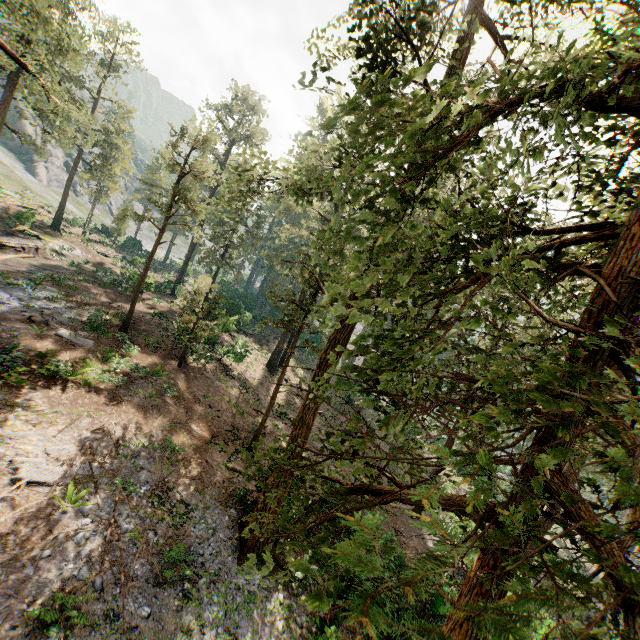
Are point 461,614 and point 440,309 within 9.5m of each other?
yes

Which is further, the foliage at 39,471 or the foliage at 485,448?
the foliage at 39,471

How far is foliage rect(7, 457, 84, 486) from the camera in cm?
1055

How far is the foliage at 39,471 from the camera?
10.5m

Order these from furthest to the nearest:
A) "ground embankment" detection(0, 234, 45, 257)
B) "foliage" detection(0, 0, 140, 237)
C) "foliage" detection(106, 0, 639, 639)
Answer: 1. "ground embankment" detection(0, 234, 45, 257)
2. "foliage" detection(0, 0, 140, 237)
3. "foliage" detection(106, 0, 639, 639)

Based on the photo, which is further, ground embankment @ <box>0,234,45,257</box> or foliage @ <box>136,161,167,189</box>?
ground embankment @ <box>0,234,45,257</box>

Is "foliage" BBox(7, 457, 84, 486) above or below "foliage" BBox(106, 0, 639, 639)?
below
